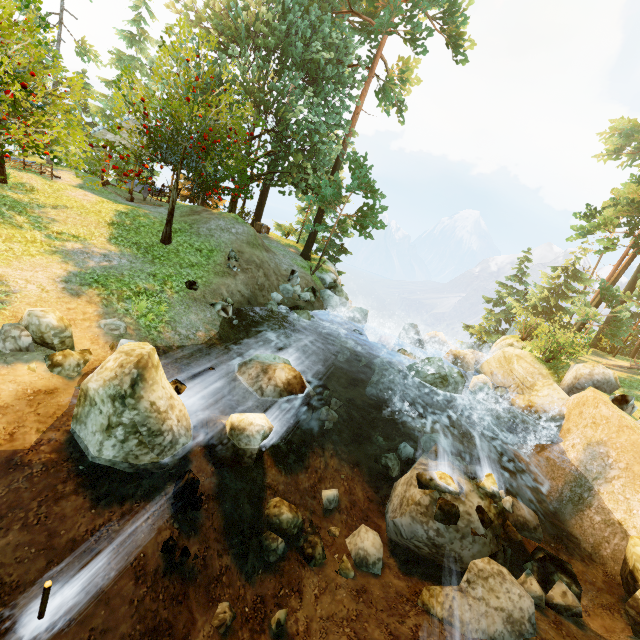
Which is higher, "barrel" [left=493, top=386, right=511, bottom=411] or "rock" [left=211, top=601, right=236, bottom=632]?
"barrel" [left=493, top=386, right=511, bottom=411]

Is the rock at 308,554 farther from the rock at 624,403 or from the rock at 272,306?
the rock at 624,403

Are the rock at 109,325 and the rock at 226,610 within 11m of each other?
yes

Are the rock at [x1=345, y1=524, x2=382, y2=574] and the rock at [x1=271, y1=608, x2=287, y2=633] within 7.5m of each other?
yes

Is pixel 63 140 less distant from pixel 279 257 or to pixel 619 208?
pixel 279 257

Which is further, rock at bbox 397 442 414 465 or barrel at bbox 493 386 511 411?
barrel at bbox 493 386 511 411

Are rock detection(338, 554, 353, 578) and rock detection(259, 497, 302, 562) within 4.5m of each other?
yes

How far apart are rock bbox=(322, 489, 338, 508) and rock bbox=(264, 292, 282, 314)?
8.5 meters
